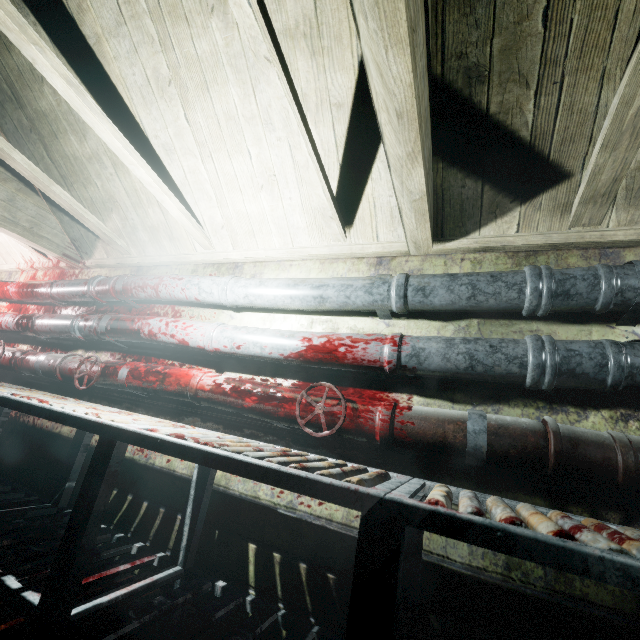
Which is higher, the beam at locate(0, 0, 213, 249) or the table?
the beam at locate(0, 0, 213, 249)

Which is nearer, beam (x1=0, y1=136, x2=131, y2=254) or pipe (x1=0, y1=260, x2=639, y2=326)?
pipe (x1=0, y1=260, x2=639, y2=326)

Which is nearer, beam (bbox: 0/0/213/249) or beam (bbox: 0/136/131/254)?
beam (bbox: 0/0/213/249)

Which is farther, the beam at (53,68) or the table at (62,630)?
the beam at (53,68)

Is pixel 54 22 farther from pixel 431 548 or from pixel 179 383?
pixel 431 548

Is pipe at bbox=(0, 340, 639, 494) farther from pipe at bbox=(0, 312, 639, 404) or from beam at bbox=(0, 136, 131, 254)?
beam at bbox=(0, 136, 131, 254)

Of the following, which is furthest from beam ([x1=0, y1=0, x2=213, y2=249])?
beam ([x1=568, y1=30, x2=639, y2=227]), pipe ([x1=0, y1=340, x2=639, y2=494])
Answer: pipe ([x1=0, y1=340, x2=639, y2=494])

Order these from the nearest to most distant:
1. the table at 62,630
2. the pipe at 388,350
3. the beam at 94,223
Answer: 1. the table at 62,630
2. the pipe at 388,350
3. the beam at 94,223
